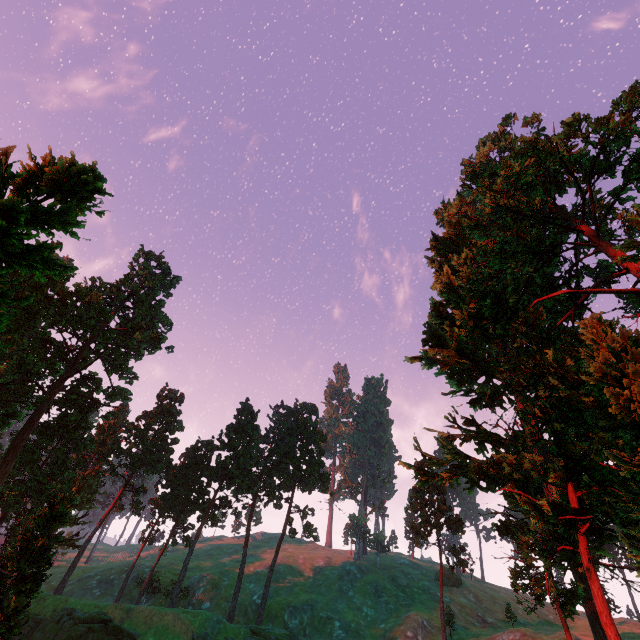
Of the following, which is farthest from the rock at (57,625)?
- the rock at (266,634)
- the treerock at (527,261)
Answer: the rock at (266,634)

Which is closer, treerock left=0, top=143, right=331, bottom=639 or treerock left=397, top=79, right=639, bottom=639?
treerock left=0, top=143, right=331, bottom=639

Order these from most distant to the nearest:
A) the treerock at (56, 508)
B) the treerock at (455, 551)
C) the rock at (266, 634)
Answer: the treerock at (455, 551) < the rock at (266, 634) < the treerock at (56, 508)

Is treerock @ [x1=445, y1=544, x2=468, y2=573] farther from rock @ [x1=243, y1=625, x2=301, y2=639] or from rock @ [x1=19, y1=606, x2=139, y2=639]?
rock @ [x1=243, y1=625, x2=301, y2=639]

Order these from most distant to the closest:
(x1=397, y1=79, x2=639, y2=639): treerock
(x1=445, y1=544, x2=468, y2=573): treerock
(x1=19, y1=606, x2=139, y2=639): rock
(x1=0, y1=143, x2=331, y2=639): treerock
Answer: (x1=445, y1=544, x2=468, y2=573): treerock < (x1=19, y1=606, x2=139, y2=639): rock < (x1=397, y1=79, x2=639, y2=639): treerock < (x1=0, y1=143, x2=331, y2=639): treerock

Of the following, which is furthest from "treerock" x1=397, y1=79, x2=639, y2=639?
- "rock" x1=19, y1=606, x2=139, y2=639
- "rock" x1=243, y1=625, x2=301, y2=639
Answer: "rock" x1=243, y1=625, x2=301, y2=639

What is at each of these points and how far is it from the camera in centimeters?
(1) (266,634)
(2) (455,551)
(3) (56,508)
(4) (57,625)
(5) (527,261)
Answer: (1) rock, 3869cm
(2) treerock, 4909cm
(3) treerock, 2486cm
(4) rock, 3400cm
(5) treerock, 2833cm
